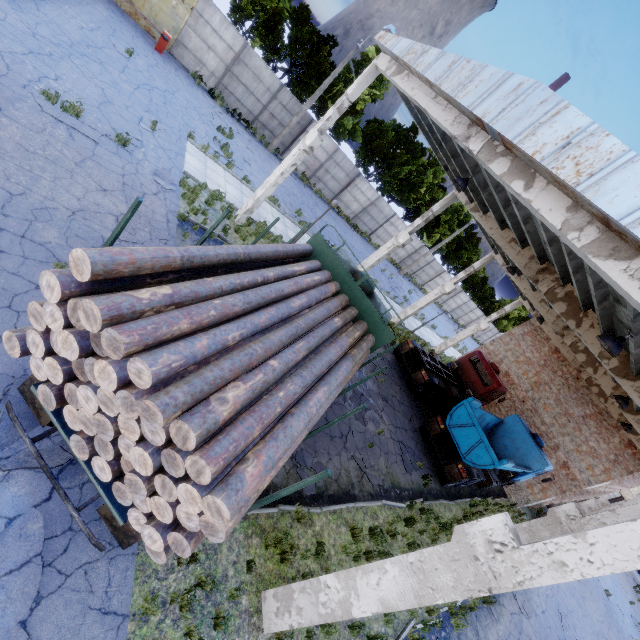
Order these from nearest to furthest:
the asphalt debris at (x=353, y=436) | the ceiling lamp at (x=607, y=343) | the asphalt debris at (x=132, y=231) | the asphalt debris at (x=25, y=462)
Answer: the asphalt debris at (x=25, y=462) → the ceiling lamp at (x=607, y=343) → the asphalt debris at (x=132, y=231) → the asphalt debris at (x=353, y=436)

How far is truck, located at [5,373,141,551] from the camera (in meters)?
3.85

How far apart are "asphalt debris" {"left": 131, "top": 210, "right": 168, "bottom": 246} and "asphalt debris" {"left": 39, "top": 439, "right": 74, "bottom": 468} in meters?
4.4 m

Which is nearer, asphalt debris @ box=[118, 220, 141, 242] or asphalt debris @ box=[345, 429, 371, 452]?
asphalt debris @ box=[118, 220, 141, 242]

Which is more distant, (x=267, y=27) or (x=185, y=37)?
(x=267, y=27)

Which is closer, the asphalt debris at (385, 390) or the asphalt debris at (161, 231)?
the asphalt debris at (161, 231)

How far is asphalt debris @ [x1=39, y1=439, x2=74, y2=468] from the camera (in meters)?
4.88

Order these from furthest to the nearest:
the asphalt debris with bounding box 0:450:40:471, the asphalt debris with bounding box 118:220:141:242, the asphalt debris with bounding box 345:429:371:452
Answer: the asphalt debris with bounding box 345:429:371:452
the asphalt debris with bounding box 118:220:141:242
the asphalt debris with bounding box 0:450:40:471
